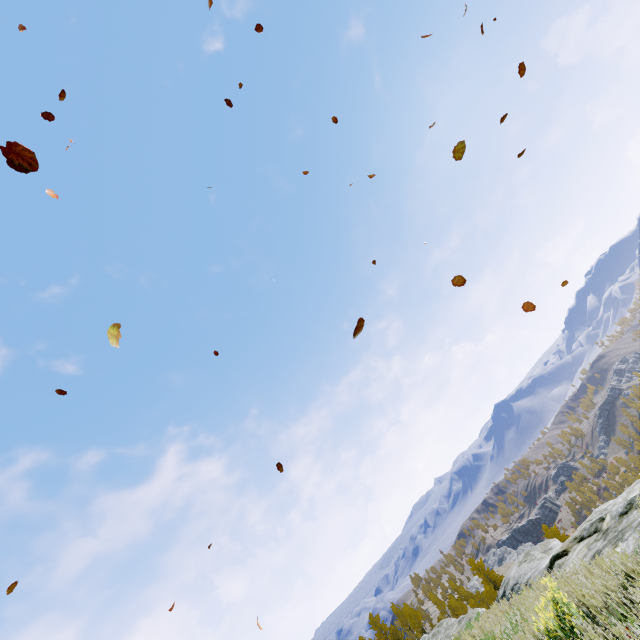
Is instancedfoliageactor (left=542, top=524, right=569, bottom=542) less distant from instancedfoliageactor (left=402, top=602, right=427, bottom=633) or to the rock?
the rock

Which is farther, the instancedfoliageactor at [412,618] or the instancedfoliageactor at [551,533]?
the instancedfoliageactor at [412,618]

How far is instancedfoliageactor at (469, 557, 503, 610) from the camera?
45.9 meters

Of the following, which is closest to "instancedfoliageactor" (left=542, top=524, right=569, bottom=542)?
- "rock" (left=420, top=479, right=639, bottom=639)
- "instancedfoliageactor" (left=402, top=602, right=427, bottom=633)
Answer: "rock" (left=420, top=479, right=639, bottom=639)

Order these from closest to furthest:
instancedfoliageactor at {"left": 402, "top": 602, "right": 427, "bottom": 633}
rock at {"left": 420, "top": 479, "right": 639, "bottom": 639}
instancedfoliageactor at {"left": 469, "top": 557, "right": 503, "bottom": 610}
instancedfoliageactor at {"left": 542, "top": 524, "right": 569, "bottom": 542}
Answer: rock at {"left": 420, "top": 479, "right": 639, "bottom": 639} < instancedfoliageactor at {"left": 469, "top": 557, "right": 503, "bottom": 610} < instancedfoliageactor at {"left": 542, "top": 524, "right": 569, "bottom": 542} < instancedfoliageactor at {"left": 402, "top": 602, "right": 427, "bottom": 633}

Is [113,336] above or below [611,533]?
above

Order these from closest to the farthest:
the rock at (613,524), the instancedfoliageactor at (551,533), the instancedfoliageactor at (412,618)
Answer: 1. the rock at (613,524)
2. the instancedfoliageactor at (551,533)
3. the instancedfoliageactor at (412,618)
